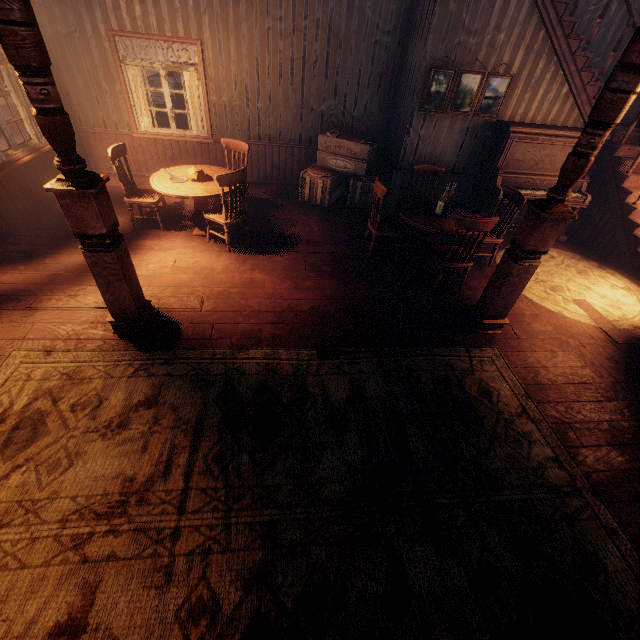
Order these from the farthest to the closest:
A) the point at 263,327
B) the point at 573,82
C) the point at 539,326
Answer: the point at 573,82 < the point at 539,326 < the point at 263,327

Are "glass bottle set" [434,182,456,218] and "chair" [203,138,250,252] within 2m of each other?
no

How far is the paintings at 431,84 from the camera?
5.4 meters

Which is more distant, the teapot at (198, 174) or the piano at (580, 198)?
the piano at (580, 198)

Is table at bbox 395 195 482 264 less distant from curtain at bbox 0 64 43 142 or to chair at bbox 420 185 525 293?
chair at bbox 420 185 525 293

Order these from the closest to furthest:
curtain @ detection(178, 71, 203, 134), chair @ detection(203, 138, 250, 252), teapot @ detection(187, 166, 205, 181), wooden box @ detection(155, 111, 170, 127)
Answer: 1. chair @ detection(203, 138, 250, 252)
2. teapot @ detection(187, 166, 205, 181)
3. curtain @ detection(178, 71, 203, 134)
4. wooden box @ detection(155, 111, 170, 127)

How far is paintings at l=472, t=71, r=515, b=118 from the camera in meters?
5.5 m

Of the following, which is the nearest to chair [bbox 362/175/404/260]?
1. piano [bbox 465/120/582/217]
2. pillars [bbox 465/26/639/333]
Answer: pillars [bbox 465/26/639/333]
